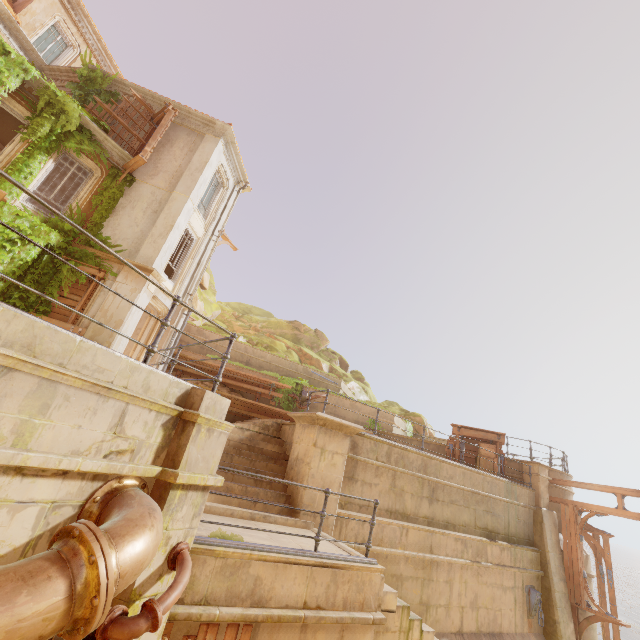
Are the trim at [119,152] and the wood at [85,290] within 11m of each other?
yes

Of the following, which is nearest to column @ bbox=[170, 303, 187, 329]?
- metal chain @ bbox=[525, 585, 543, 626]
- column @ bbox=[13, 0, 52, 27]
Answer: column @ bbox=[13, 0, 52, 27]

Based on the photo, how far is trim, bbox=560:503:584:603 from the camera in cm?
1198

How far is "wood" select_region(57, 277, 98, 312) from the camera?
11.38m

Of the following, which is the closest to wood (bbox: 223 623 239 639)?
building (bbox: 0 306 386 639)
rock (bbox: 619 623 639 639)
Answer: building (bbox: 0 306 386 639)

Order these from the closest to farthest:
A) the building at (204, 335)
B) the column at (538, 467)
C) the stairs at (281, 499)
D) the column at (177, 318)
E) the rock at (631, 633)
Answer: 1. the stairs at (281, 499)
2. the column at (538, 467)
3. the column at (177, 318)
4. the building at (204, 335)
5. the rock at (631, 633)

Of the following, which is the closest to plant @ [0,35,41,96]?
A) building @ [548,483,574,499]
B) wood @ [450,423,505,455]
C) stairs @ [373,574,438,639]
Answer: stairs @ [373,574,438,639]

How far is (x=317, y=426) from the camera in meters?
8.2
